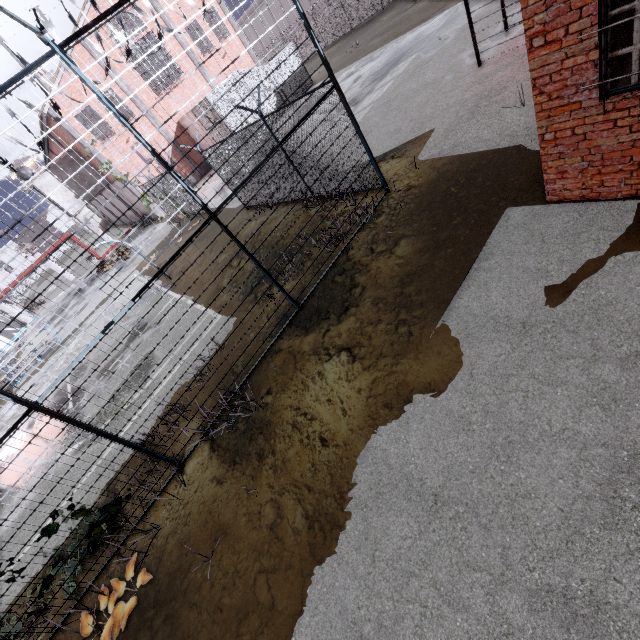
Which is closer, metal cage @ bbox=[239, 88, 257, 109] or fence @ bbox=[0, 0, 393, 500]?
fence @ bbox=[0, 0, 393, 500]

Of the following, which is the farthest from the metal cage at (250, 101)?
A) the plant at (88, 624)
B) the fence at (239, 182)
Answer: the plant at (88, 624)

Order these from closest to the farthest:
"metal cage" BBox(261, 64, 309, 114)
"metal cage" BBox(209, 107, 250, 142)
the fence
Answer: the fence, "metal cage" BBox(209, 107, 250, 142), "metal cage" BBox(261, 64, 309, 114)

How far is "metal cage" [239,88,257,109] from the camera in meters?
22.6

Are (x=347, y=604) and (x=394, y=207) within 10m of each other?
yes

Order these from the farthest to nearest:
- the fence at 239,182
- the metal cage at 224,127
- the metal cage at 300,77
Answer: the metal cage at 300,77 < the metal cage at 224,127 < the fence at 239,182

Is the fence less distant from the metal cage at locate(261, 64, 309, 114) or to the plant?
the plant
